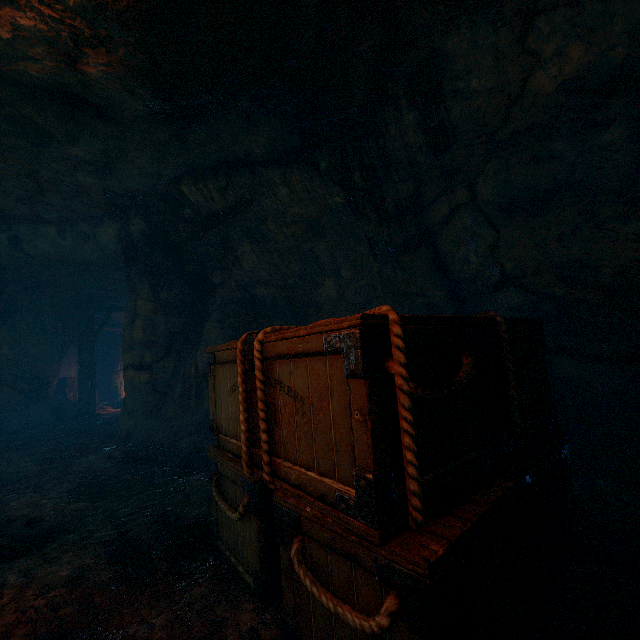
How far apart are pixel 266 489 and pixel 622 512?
3.0m

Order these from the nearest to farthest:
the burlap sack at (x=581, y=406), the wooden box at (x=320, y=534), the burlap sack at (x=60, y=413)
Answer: the wooden box at (x=320, y=534) < the burlap sack at (x=581, y=406) < the burlap sack at (x=60, y=413)

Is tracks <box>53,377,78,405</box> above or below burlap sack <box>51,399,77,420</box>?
above

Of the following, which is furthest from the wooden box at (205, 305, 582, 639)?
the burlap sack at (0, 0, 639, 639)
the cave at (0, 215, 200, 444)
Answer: the cave at (0, 215, 200, 444)

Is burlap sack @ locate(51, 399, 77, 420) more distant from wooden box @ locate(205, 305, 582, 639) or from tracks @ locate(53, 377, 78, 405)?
tracks @ locate(53, 377, 78, 405)

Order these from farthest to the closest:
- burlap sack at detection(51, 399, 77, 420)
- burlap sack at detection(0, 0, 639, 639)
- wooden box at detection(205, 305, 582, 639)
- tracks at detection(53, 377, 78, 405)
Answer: tracks at detection(53, 377, 78, 405), burlap sack at detection(51, 399, 77, 420), burlap sack at detection(0, 0, 639, 639), wooden box at detection(205, 305, 582, 639)

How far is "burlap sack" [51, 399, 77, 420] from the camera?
11.8m

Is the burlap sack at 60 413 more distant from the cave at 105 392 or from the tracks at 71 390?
the tracks at 71 390
